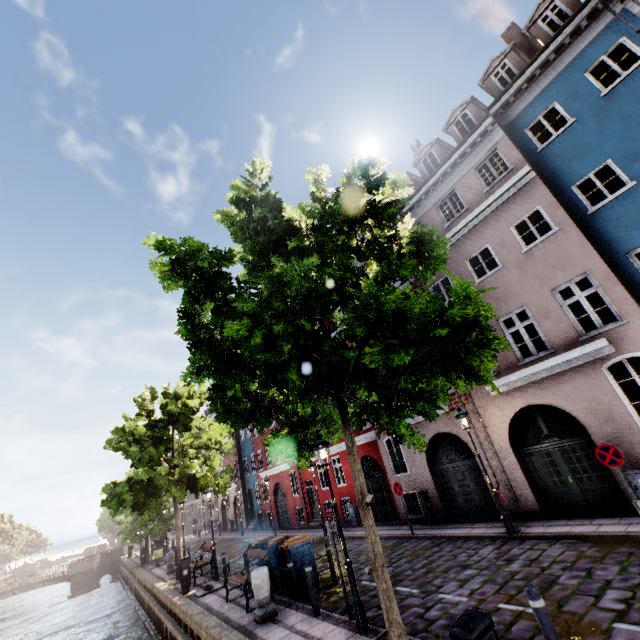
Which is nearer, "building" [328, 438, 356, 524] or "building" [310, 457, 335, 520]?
"building" [328, 438, 356, 524]

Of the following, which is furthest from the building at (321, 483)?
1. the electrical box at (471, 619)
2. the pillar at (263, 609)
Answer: the electrical box at (471, 619)

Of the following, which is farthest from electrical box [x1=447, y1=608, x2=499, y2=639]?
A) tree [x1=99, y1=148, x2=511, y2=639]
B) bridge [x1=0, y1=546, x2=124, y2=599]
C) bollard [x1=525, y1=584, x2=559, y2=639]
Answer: bridge [x1=0, y1=546, x2=124, y2=599]

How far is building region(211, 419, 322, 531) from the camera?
23.53m

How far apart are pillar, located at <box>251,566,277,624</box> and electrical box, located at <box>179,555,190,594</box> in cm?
702

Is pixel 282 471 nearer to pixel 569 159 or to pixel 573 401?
pixel 573 401

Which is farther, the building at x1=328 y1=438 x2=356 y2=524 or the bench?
the building at x1=328 y1=438 x2=356 y2=524

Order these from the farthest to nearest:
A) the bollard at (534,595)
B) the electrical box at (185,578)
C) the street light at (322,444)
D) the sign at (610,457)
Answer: the electrical box at (185,578) → the sign at (610,457) → the street light at (322,444) → the bollard at (534,595)
